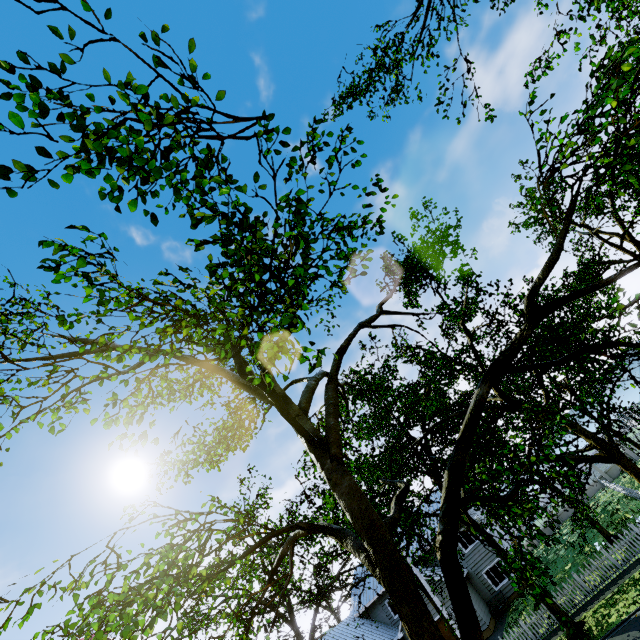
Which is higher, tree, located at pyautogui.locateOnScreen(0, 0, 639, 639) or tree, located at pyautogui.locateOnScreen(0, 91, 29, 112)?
tree, located at pyautogui.locateOnScreen(0, 91, 29, 112)

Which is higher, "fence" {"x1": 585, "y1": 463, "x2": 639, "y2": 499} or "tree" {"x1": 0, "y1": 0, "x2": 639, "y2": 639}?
"tree" {"x1": 0, "y1": 0, "x2": 639, "y2": 639}

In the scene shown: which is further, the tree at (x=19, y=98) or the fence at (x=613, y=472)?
the fence at (x=613, y=472)

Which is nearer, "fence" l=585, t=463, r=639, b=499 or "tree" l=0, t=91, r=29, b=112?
"tree" l=0, t=91, r=29, b=112

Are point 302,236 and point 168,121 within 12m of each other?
yes
